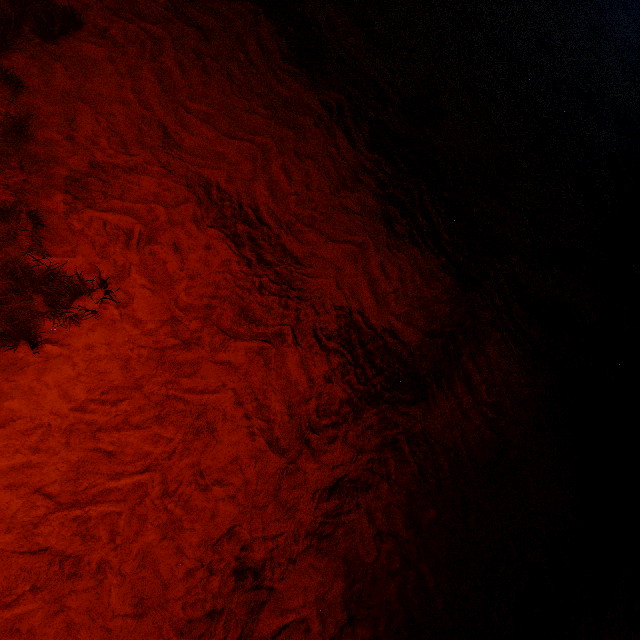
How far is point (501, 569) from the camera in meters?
2.8
